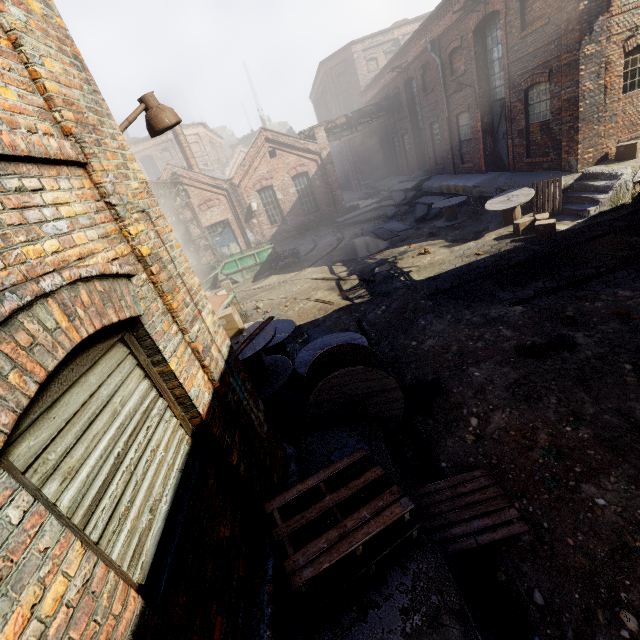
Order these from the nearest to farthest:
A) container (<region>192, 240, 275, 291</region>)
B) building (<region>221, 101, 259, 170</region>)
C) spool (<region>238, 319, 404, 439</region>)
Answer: spool (<region>238, 319, 404, 439</region>)
container (<region>192, 240, 275, 291</region>)
building (<region>221, 101, 259, 170</region>)

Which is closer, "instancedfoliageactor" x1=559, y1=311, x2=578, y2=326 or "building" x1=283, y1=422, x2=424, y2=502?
"building" x1=283, y1=422, x2=424, y2=502

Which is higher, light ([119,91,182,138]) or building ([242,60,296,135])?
building ([242,60,296,135])

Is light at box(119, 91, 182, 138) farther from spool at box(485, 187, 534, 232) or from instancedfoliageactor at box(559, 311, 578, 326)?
spool at box(485, 187, 534, 232)

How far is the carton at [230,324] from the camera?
6.1 meters

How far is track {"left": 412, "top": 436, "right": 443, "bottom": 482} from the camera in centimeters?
446cm

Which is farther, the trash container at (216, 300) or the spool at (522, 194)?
the spool at (522, 194)

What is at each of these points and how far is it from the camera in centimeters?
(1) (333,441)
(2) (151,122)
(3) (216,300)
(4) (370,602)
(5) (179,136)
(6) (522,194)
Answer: (1) building, 455cm
(2) light, 357cm
(3) trash container, 1040cm
(4) building, 280cm
(5) building, 2314cm
(6) spool, 1129cm
